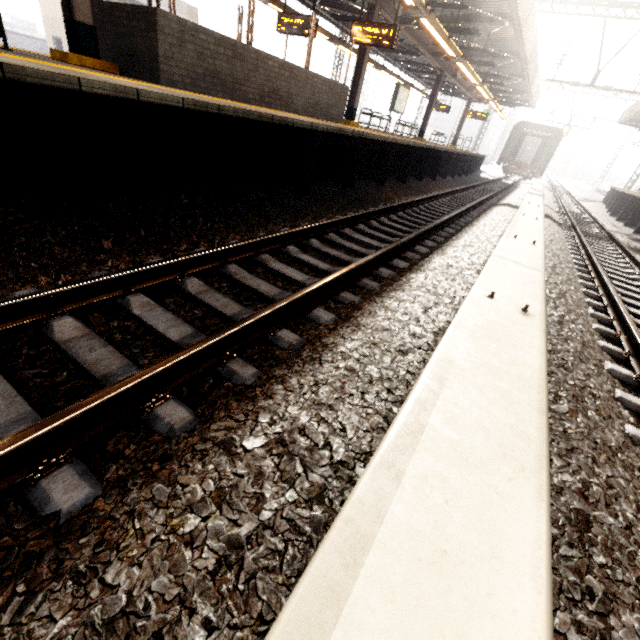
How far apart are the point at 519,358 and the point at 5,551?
2.28m

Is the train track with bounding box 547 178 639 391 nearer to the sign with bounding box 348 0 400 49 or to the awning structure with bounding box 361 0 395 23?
the awning structure with bounding box 361 0 395 23

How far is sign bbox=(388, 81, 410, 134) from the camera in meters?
15.1

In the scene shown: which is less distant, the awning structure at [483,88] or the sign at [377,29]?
the sign at [377,29]

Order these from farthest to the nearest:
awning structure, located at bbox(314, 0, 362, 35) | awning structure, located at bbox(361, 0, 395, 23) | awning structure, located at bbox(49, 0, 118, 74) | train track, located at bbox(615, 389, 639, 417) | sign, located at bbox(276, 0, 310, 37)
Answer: awning structure, located at bbox(314, 0, 362, 35) < awning structure, located at bbox(361, 0, 395, 23) < sign, located at bbox(276, 0, 310, 37) < awning structure, located at bbox(49, 0, 118, 74) < train track, located at bbox(615, 389, 639, 417)

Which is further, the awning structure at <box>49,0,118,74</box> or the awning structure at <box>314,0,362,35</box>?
the awning structure at <box>314,0,362,35</box>

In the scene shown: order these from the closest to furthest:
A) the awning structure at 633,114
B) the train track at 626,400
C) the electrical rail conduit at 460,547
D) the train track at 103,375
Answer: the electrical rail conduit at 460,547 < the train track at 103,375 < the train track at 626,400 < the awning structure at 633,114

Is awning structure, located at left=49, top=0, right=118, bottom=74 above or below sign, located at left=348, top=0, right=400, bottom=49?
below
